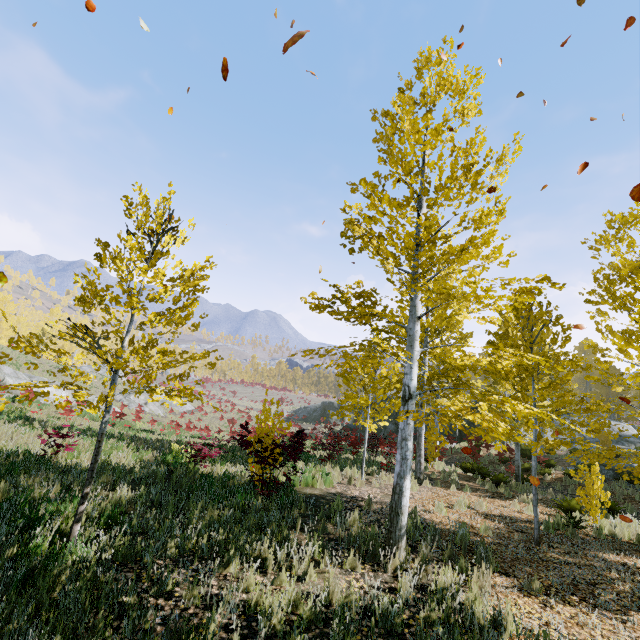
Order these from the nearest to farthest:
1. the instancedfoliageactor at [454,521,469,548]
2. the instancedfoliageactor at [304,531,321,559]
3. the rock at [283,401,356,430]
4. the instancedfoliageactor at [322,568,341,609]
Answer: the instancedfoliageactor at [322,568,341,609], the instancedfoliageactor at [304,531,321,559], the instancedfoliageactor at [454,521,469,548], the rock at [283,401,356,430]

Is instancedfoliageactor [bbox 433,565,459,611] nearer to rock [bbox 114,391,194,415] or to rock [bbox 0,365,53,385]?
rock [bbox 0,365,53,385]

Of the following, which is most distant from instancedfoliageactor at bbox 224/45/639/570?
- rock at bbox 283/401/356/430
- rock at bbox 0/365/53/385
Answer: rock at bbox 0/365/53/385

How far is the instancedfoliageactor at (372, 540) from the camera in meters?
5.7

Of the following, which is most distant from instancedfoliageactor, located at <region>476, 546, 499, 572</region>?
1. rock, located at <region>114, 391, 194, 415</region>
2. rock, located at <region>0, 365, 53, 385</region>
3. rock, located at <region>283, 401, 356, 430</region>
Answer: rock, located at <region>114, 391, 194, 415</region>

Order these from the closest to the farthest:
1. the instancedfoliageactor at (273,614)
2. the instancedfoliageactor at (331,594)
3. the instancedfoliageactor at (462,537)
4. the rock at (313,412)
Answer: the instancedfoliageactor at (273,614)
the instancedfoliageactor at (331,594)
the instancedfoliageactor at (462,537)
the rock at (313,412)

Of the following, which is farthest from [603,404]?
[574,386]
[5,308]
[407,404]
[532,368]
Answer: [5,308]

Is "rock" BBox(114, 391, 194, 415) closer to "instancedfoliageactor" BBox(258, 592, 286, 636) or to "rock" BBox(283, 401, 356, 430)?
"rock" BBox(283, 401, 356, 430)
